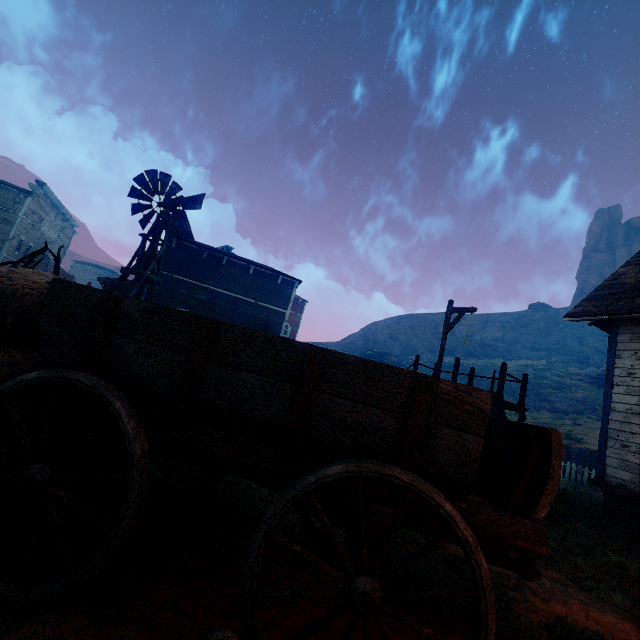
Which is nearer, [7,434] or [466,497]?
[466,497]

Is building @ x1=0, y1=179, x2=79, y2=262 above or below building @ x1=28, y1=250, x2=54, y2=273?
above

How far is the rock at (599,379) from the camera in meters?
38.5 m

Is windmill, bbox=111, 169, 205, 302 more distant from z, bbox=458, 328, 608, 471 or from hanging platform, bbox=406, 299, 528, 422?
hanging platform, bbox=406, 299, 528, 422

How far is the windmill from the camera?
12.77m

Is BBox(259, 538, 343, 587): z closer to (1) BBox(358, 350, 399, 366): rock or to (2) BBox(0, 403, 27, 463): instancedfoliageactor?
(2) BBox(0, 403, 27, 463): instancedfoliageactor

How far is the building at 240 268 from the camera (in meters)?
18.22

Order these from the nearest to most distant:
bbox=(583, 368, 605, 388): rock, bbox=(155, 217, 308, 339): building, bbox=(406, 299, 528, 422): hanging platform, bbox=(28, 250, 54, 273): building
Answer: bbox=(406, 299, 528, 422): hanging platform < bbox=(155, 217, 308, 339): building < bbox=(28, 250, 54, 273): building < bbox=(583, 368, 605, 388): rock
